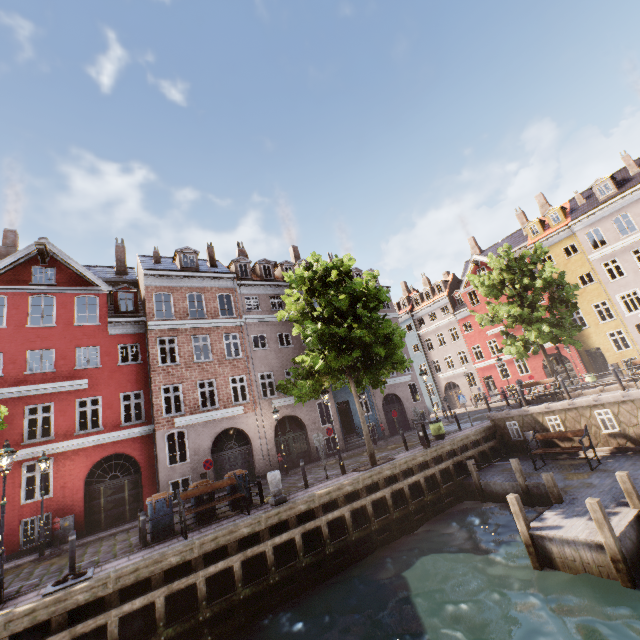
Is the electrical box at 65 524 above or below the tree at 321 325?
below

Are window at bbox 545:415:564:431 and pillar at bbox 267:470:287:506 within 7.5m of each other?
no

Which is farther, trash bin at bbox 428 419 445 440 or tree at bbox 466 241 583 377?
tree at bbox 466 241 583 377

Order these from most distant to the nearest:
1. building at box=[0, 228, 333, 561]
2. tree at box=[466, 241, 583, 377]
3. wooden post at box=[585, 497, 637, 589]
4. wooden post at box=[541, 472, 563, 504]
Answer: tree at box=[466, 241, 583, 377] → building at box=[0, 228, 333, 561] → wooden post at box=[541, 472, 563, 504] → wooden post at box=[585, 497, 637, 589]

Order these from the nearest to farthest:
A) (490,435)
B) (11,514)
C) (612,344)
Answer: (11,514) → (490,435) → (612,344)

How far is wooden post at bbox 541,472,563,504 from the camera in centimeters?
970cm

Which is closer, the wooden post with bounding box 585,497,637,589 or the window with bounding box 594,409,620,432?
the wooden post with bounding box 585,497,637,589

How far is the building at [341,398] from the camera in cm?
2333
